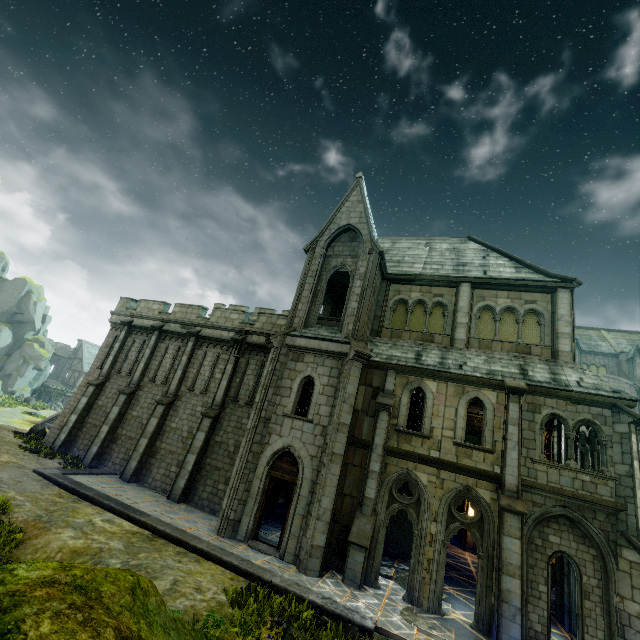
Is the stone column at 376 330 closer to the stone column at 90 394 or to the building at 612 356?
the stone column at 90 394

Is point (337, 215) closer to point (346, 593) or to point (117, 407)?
point (346, 593)

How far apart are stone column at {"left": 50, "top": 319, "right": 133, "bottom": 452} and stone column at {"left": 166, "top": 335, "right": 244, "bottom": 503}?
8.74m

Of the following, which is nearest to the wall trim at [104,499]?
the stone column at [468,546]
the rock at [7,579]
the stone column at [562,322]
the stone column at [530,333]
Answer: the rock at [7,579]

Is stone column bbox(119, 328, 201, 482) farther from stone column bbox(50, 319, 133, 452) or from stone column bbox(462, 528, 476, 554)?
stone column bbox(462, 528, 476, 554)

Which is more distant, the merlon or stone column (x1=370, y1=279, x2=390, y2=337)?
the merlon

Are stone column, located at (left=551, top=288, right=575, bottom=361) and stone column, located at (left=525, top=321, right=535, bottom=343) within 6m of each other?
yes

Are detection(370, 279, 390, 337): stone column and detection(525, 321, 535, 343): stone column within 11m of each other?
yes
